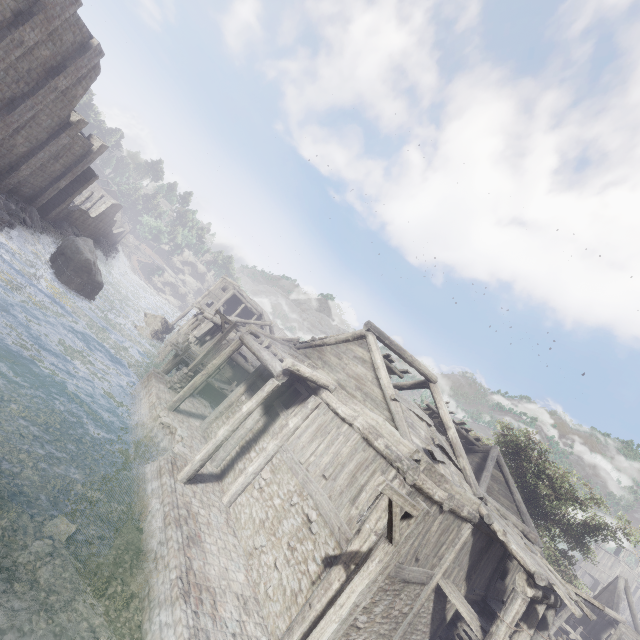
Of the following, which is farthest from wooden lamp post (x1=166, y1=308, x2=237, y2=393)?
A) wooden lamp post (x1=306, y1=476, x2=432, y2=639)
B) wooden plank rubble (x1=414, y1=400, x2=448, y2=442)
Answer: wooden lamp post (x1=306, y1=476, x2=432, y2=639)

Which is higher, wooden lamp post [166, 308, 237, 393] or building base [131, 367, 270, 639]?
wooden lamp post [166, 308, 237, 393]

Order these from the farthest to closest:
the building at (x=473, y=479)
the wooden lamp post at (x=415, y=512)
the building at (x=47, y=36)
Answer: the building at (x=47, y=36)
the building at (x=473, y=479)
the wooden lamp post at (x=415, y=512)

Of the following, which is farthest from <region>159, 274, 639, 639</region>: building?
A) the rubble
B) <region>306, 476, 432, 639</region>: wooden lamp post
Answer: <region>306, 476, 432, 639</region>: wooden lamp post

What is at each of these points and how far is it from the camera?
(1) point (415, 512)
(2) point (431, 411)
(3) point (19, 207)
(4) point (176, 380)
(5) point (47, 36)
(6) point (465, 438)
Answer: (1) wooden lamp post, 5.9m
(2) wooden plank rubble, 17.9m
(3) rubble, 27.4m
(4) wooden lamp post, 16.9m
(5) building, 19.2m
(6) wooden plank rubble, 20.4m

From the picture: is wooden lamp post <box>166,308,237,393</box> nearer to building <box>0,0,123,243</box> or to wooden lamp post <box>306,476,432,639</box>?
building <box>0,0,123,243</box>

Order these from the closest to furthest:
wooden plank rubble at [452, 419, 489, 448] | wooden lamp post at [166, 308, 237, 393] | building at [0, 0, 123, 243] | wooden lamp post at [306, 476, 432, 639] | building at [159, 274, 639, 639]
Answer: wooden lamp post at [306, 476, 432, 639] → building at [159, 274, 639, 639] → wooden lamp post at [166, 308, 237, 393] → building at [0, 0, 123, 243] → wooden plank rubble at [452, 419, 489, 448]

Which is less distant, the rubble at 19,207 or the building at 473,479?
the building at 473,479
